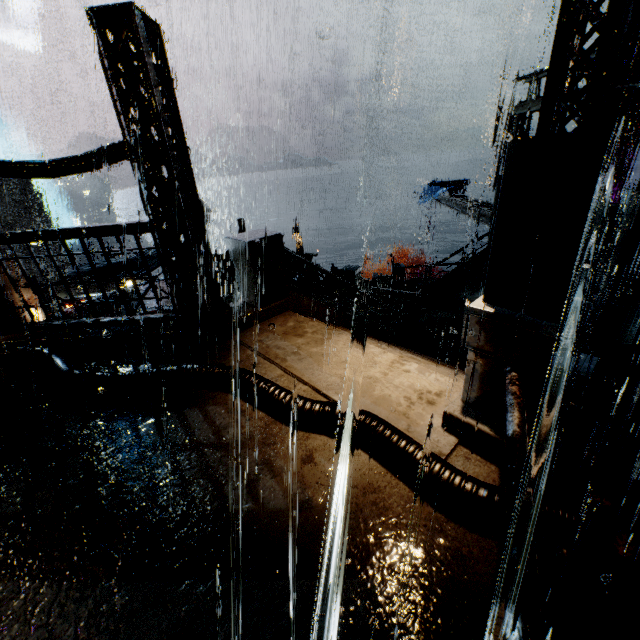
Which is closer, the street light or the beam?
the street light

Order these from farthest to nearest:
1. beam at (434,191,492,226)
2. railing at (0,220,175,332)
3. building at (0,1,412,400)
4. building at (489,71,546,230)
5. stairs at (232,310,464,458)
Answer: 1. beam at (434,191,492,226)
2. building at (489,71,546,230)
3. railing at (0,220,175,332)
4. building at (0,1,412,400)
5. stairs at (232,310,464,458)

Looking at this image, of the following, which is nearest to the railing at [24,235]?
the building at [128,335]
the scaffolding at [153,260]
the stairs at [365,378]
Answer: the building at [128,335]

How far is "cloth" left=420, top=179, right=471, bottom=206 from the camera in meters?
24.6

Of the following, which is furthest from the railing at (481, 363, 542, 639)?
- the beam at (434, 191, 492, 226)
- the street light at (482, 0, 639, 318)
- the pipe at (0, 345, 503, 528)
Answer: the beam at (434, 191, 492, 226)

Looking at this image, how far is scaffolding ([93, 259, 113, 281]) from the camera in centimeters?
865cm

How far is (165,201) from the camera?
5.9m

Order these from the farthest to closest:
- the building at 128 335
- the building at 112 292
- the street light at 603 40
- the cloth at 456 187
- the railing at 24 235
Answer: the cloth at 456 187, the building at 112 292, the railing at 24 235, the building at 128 335, the street light at 603 40
